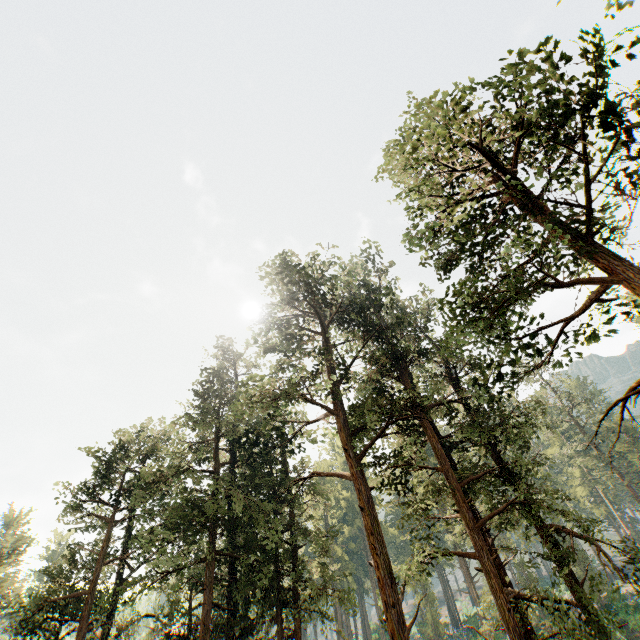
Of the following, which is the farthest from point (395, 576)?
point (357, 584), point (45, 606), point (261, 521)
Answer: point (357, 584)
